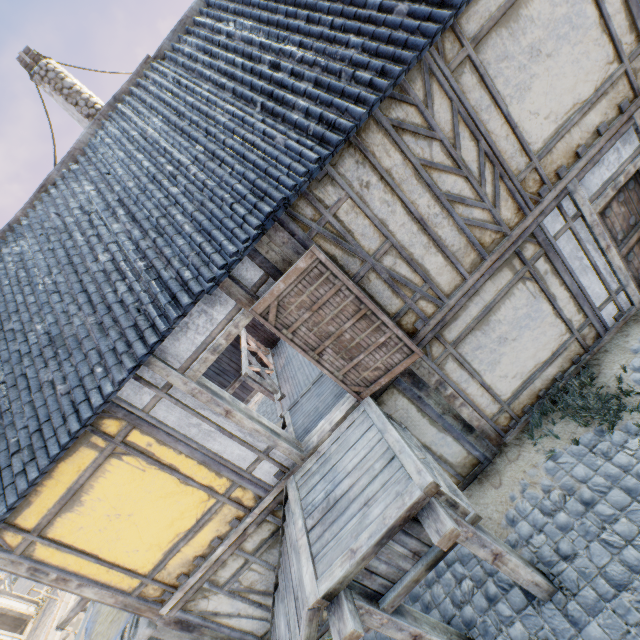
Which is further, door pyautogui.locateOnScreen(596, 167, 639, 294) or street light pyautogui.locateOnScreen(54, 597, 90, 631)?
street light pyautogui.locateOnScreen(54, 597, 90, 631)

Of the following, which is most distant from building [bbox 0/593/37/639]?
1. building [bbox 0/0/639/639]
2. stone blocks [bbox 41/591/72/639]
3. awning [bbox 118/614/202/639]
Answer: building [bbox 0/0/639/639]

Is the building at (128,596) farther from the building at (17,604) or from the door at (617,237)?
the building at (17,604)

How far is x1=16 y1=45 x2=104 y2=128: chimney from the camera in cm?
766

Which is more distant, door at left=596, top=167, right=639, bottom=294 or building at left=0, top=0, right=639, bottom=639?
door at left=596, top=167, right=639, bottom=294

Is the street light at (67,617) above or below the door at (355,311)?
below

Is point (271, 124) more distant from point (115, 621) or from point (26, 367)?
point (115, 621)

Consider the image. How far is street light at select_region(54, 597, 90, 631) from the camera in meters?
8.1 m
